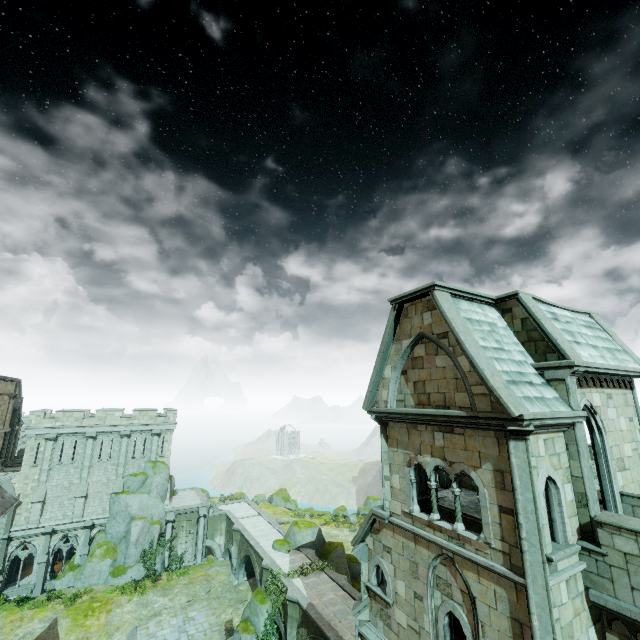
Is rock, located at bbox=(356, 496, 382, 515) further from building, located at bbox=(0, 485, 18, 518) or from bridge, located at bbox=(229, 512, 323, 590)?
building, located at bbox=(0, 485, 18, 518)

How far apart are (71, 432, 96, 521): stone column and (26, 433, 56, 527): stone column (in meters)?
2.24

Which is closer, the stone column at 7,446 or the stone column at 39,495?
the stone column at 39,495

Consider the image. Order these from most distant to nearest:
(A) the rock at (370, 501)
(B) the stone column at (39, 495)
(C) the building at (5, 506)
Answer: (A) the rock at (370, 501) < (B) the stone column at (39, 495) < (C) the building at (5, 506)

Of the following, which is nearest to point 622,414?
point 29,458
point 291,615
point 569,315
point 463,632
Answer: point 569,315

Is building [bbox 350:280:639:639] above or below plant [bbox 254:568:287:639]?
above

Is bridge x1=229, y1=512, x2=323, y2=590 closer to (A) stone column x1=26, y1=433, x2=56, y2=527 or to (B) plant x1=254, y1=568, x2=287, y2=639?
(B) plant x1=254, y1=568, x2=287, y2=639

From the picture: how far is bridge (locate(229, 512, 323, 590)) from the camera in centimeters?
2723cm
